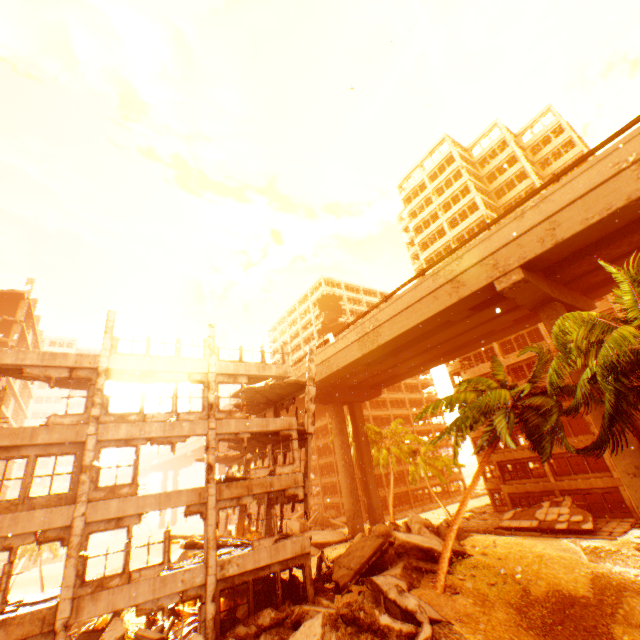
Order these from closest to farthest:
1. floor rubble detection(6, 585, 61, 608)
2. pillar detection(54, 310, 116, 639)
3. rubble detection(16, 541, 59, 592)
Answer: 1. pillar detection(54, 310, 116, 639)
2. floor rubble detection(6, 585, 61, 608)
3. rubble detection(16, 541, 59, 592)

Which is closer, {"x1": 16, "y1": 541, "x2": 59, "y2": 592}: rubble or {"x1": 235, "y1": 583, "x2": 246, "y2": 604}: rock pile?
{"x1": 235, "y1": 583, "x2": 246, "y2": 604}: rock pile

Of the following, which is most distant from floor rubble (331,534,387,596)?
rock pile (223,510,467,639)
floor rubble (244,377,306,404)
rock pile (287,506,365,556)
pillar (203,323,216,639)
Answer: rock pile (287,506,365,556)

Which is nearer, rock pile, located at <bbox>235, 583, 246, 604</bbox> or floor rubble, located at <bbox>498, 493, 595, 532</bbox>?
rock pile, located at <bbox>235, 583, 246, 604</bbox>

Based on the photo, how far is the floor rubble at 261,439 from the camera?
19.8 meters

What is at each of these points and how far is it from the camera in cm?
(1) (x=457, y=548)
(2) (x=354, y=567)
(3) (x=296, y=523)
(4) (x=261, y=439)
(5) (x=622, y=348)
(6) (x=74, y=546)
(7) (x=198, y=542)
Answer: (1) rock pile, 2108
(2) floor rubble, 1705
(3) rock pile, 3241
(4) floor rubble, 2106
(5) rubble, 1019
(6) pillar, 1180
(7) floor rubble, 1859

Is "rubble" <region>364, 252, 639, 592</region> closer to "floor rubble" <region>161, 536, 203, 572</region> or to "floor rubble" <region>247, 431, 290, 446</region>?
"floor rubble" <region>161, 536, 203, 572</region>

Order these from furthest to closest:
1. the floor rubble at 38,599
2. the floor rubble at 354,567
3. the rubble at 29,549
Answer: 1. the rubble at 29,549
2. the floor rubble at 354,567
3. the floor rubble at 38,599
